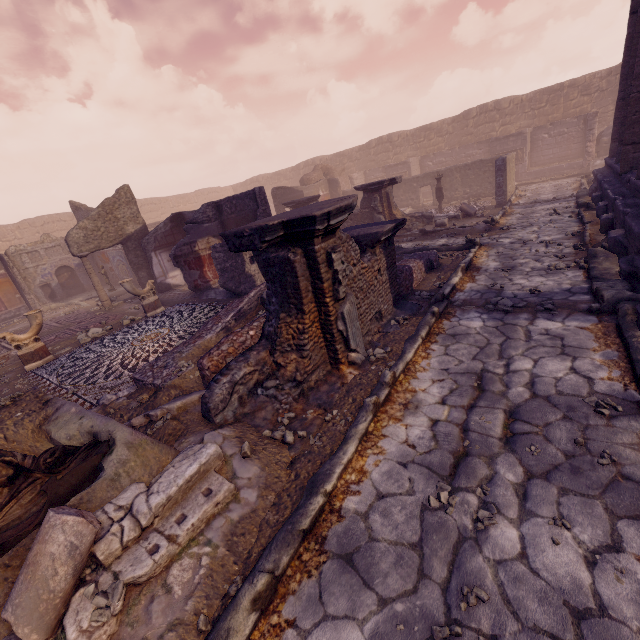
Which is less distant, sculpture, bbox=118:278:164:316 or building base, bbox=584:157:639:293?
building base, bbox=584:157:639:293

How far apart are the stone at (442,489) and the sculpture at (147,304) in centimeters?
955cm

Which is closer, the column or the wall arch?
the column

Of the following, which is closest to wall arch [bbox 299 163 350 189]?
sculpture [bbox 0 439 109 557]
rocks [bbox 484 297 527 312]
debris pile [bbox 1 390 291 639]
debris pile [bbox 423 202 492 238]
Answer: debris pile [bbox 423 202 492 238]

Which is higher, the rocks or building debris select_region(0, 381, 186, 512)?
building debris select_region(0, 381, 186, 512)

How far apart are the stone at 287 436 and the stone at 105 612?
1.7 meters

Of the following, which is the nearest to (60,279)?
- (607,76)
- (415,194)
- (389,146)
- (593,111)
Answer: (415,194)

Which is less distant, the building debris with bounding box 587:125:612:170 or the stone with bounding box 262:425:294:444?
the stone with bounding box 262:425:294:444
